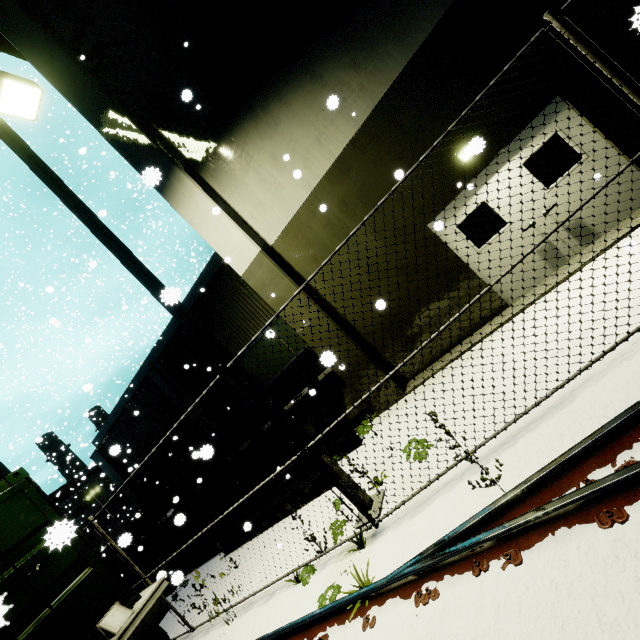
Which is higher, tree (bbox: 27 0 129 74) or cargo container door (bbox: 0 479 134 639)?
tree (bbox: 27 0 129 74)

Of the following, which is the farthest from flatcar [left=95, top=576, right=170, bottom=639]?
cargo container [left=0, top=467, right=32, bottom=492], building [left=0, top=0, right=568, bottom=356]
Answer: building [left=0, top=0, right=568, bottom=356]

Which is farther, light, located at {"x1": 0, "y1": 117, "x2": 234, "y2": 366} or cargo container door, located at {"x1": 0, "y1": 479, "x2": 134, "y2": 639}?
light, located at {"x1": 0, "y1": 117, "x2": 234, "y2": 366}

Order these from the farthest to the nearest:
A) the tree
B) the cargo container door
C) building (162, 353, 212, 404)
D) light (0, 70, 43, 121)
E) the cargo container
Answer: building (162, 353, 212, 404), the tree, light (0, 70, 43, 121), the cargo container, the cargo container door

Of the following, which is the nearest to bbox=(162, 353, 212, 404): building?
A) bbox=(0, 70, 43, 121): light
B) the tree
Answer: the tree

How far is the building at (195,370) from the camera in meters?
12.9

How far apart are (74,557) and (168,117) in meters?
9.5 m
